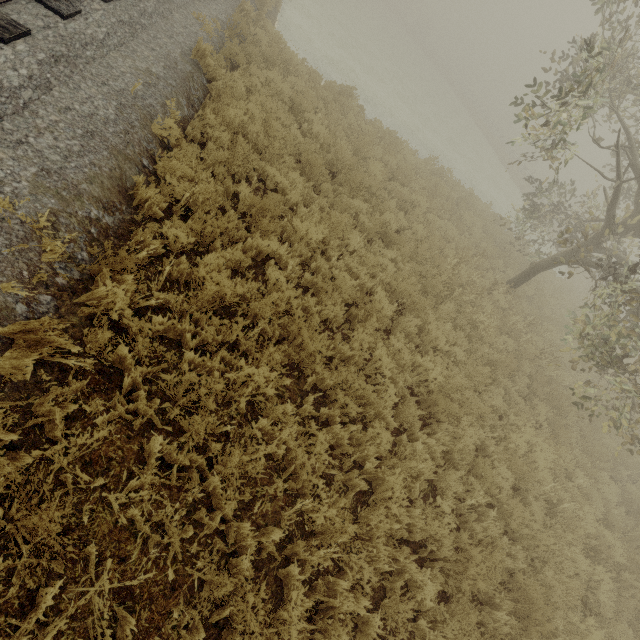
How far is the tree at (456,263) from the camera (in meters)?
8.01

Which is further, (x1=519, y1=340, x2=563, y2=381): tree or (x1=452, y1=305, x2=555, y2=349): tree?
(x1=519, y1=340, x2=563, y2=381): tree

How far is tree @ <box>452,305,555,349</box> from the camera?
8.05m

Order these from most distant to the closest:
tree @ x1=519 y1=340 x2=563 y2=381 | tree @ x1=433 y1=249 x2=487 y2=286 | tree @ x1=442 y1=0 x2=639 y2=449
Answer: tree @ x1=519 y1=340 x2=563 y2=381, tree @ x1=433 y1=249 x2=487 y2=286, tree @ x1=442 y1=0 x2=639 y2=449

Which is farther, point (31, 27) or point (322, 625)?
point (31, 27)
